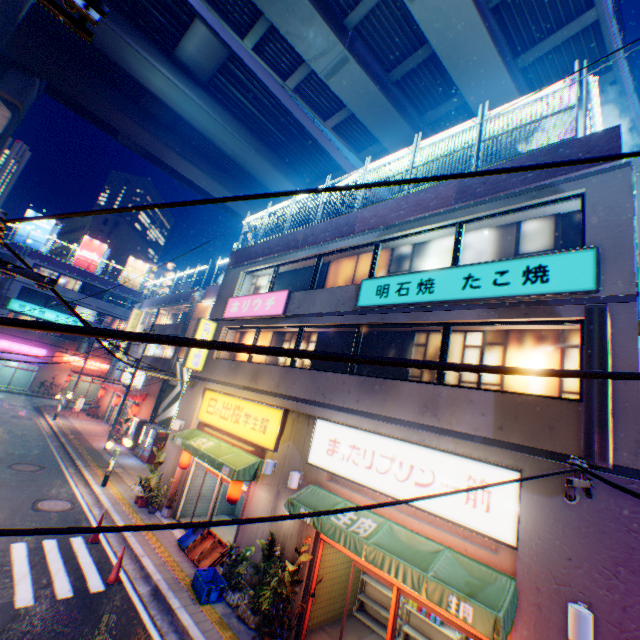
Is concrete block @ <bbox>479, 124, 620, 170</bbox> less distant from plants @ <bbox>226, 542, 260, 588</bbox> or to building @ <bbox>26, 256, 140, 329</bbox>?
building @ <bbox>26, 256, 140, 329</bbox>

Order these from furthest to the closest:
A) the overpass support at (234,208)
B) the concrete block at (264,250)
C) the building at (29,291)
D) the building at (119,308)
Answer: the building at (119,308), the building at (29,291), the overpass support at (234,208), the concrete block at (264,250)

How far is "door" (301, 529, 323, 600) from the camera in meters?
8.4 m

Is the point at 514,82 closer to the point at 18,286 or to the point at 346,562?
the point at 346,562

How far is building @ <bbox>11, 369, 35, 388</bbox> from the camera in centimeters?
3881cm

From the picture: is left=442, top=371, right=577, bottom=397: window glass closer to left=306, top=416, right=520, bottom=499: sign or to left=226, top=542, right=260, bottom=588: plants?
left=306, top=416, right=520, bottom=499: sign

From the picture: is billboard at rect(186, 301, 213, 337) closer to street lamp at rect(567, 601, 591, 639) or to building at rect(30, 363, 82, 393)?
building at rect(30, 363, 82, 393)

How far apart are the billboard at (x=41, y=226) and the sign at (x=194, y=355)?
37.5 meters
